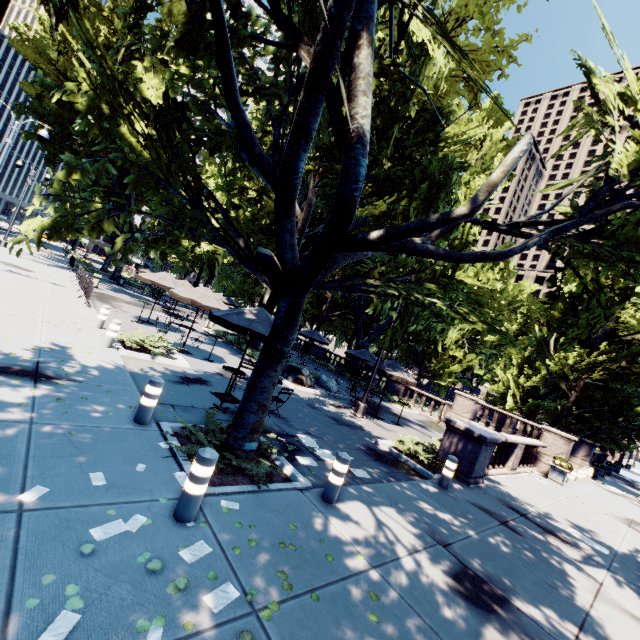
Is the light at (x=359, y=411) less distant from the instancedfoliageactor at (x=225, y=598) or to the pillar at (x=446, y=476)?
the pillar at (x=446, y=476)

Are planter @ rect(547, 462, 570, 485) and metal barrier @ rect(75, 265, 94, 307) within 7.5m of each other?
no

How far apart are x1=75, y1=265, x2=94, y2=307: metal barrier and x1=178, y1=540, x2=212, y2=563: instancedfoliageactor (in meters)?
17.43

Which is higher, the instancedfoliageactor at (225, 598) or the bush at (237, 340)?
the bush at (237, 340)

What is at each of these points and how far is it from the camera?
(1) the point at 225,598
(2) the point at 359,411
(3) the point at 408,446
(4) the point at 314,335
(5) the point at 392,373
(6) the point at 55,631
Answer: (1) instancedfoliageactor, 3.2 meters
(2) light, 14.4 meters
(3) bush, 11.1 meters
(4) umbrella, 25.0 meters
(5) umbrella, 14.9 meters
(6) instancedfoliageactor, 2.4 meters

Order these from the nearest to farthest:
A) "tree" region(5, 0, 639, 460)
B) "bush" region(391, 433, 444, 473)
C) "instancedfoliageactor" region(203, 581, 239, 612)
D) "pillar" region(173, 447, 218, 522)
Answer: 1. "instancedfoliageactor" region(203, 581, 239, 612)
2. "pillar" region(173, 447, 218, 522)
3. "tree" region(5, 0, 639, 460)
4. "bush" region(391, 433, 444, 473)

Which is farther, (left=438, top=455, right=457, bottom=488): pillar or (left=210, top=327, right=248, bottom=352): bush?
(left=210, top=327, right=248, bottom=352): bush

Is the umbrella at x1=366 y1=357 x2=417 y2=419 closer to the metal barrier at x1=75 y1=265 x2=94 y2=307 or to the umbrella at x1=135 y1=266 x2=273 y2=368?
the umbrella at x1=135 y1=266 x2=273 y2=368
